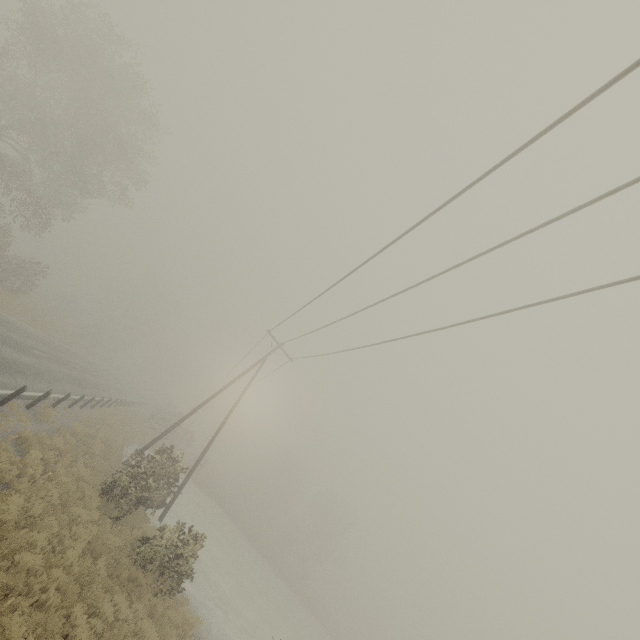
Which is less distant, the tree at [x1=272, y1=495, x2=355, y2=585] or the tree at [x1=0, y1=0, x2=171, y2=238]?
the tree at [x1=0, y1=0, x2=171, y2=238]

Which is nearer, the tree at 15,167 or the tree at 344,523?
the tree at 15,167

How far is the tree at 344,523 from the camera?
52.3 meters

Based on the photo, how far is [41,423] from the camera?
13.78m

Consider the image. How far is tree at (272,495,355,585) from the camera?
52.31m
